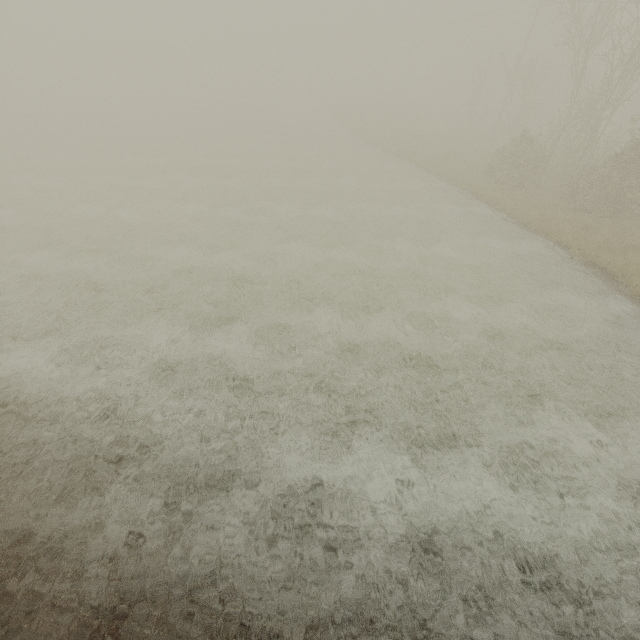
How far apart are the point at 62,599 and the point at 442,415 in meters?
8.1 m
